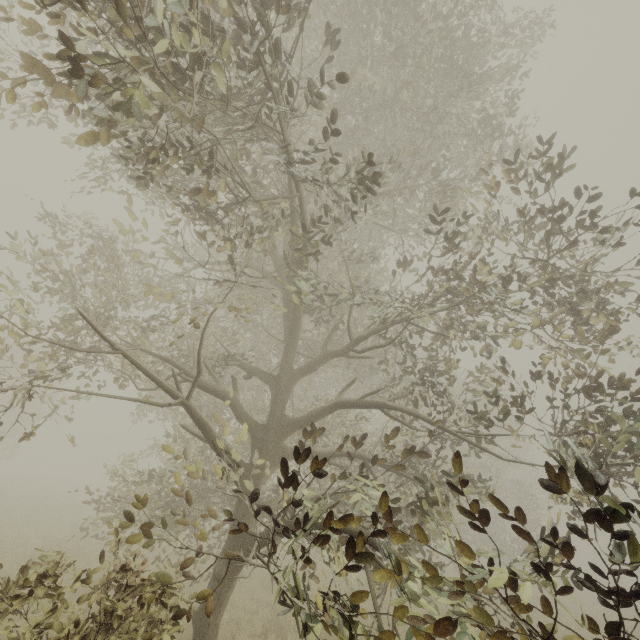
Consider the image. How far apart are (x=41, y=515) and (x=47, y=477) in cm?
3420
